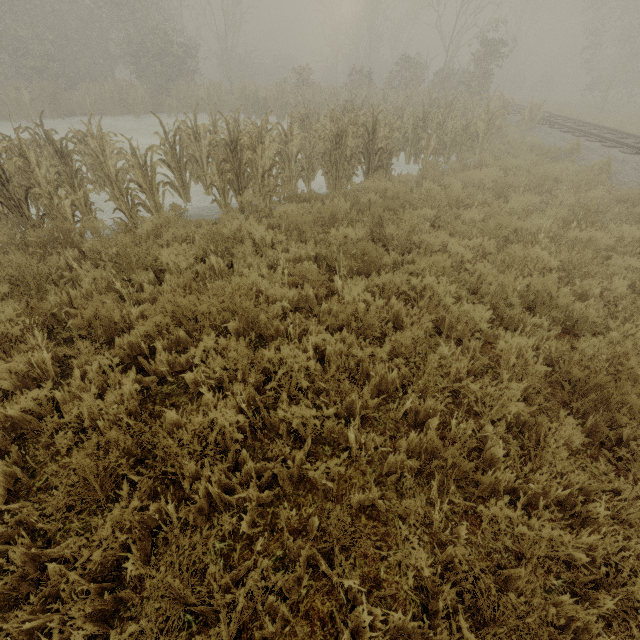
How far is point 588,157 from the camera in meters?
10.9
